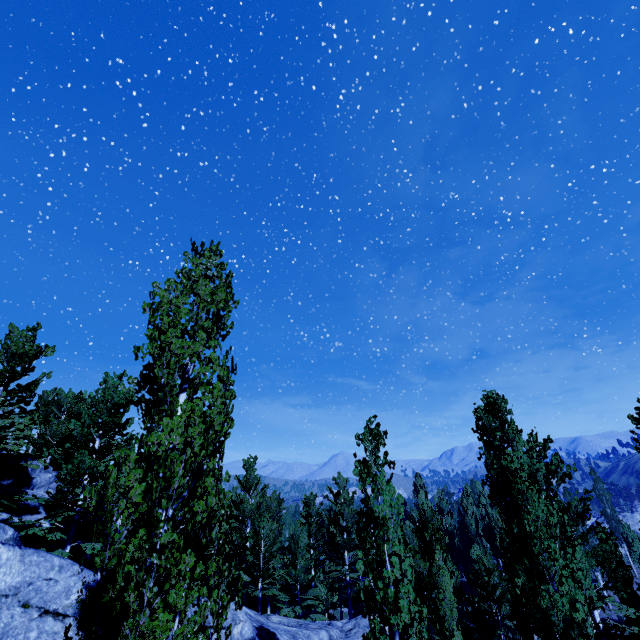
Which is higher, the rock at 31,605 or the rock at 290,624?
the rock at 31,605

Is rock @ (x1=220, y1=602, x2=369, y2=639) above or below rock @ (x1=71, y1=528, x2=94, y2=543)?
below

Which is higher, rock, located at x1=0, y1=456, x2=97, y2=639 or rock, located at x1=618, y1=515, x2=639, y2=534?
rock, located at x1=0, y1=456, x2=97, y2=639

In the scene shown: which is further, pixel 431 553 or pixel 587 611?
pixel 431 553

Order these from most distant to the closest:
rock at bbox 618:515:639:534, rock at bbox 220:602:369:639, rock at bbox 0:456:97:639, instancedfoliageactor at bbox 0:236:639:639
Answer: rock at bbox 618:515:639:534
rock at bbox 220:602:369:639
rock at bbox 0:456:97:639
instancedfoliageactor at bbox 0:236:639:639

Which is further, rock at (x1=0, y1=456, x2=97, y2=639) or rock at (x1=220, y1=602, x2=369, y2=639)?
rock at (x1=220, y1=602, x2=369, y2=639)

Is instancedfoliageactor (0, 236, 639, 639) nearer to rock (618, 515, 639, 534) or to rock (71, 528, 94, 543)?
rock (71, 528, 94, 543)

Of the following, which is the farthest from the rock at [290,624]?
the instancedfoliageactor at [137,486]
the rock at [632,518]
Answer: the rock at [632,518]
